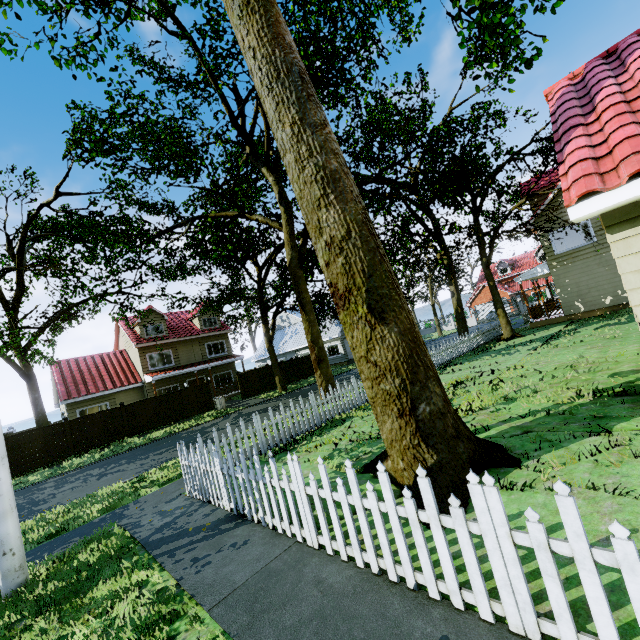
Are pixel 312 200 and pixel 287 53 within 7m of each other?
yes

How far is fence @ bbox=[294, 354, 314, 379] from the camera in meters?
30.0 m

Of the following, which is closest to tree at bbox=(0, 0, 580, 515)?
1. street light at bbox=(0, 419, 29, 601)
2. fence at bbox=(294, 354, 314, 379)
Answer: fence at bbox=(294, 354, 314, 379)

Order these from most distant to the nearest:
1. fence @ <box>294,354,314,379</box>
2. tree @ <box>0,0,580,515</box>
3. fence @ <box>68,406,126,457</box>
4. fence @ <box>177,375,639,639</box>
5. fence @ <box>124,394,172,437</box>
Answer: fence @ <box>294,354,314,379</box> < fence @ <box>124,394,172,437</box> < fence @ <box>68,406,126,457</box> < tree @ <box>0,0,580,515</box> < fence @ <box>177,375,639,639</box>

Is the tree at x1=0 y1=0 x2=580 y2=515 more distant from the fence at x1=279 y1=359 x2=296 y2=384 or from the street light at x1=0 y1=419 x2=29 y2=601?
the street light at x1=0 y1=419 x2=29 y2=601

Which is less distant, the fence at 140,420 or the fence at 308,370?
the fence at 140,420

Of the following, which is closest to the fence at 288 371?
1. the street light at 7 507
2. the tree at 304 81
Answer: the tree at 304 81
